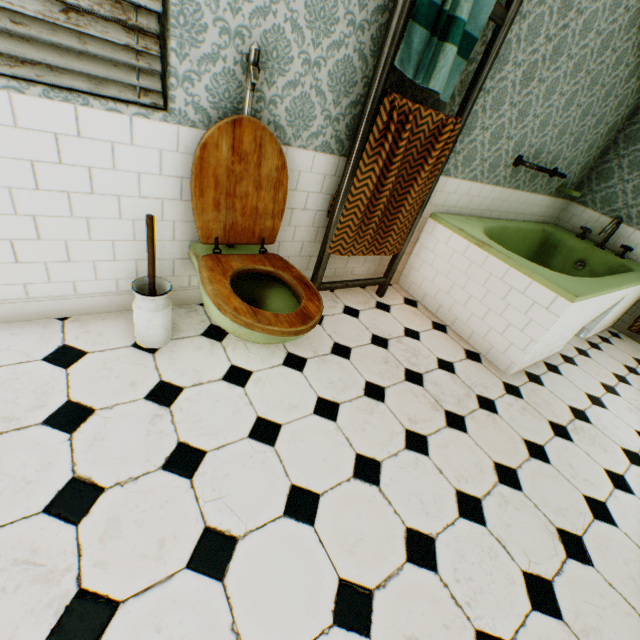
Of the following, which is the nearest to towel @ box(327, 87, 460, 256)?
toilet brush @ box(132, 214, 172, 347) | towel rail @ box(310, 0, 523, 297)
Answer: towel rail @ box(310, 0, 523, 297)

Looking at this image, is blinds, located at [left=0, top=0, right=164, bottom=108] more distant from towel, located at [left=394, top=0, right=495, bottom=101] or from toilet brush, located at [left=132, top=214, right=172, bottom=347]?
towel, located at [left=394, top=0, right=495, bottom=101]

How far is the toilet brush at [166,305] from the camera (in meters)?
1.66

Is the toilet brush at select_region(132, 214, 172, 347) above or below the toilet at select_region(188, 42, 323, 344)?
below

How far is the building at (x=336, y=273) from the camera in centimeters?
293cm

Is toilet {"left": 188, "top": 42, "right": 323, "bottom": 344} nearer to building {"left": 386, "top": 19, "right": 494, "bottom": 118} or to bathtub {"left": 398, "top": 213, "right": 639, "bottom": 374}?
building {"left": 386, "top": 19, "right": 494, "bottom": 118}

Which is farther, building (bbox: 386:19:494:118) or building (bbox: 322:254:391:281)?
building (bbox: 322:254:391:281)

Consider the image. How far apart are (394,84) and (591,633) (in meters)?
3.11
